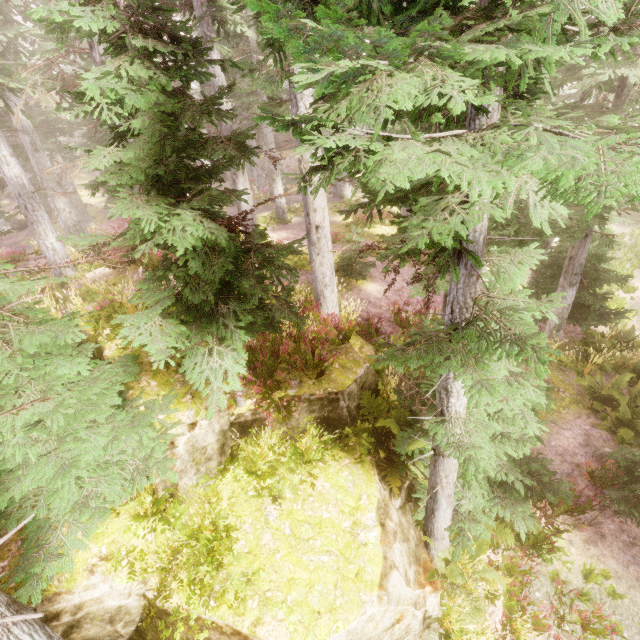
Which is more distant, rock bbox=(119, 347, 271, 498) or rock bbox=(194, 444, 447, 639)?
rock bbox=(119, 347, 271, 498)

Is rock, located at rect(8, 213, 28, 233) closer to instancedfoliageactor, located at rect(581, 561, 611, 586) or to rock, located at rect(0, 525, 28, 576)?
instancedfoliageactor, located at rect(581, 561, 611, 586)

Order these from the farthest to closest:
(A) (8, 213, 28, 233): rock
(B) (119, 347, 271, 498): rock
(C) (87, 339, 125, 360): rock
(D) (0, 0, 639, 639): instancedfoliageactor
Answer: (A) (8, 213, 28, 233): rock
(C) (87, 339, 125, 360): rock
(B) (119, 347, 271, 498): rock
(D) (0, 0, 639, 639): instancedfoliageactor

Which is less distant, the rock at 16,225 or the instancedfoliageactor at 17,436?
the instancedfoliageactor at 17,436

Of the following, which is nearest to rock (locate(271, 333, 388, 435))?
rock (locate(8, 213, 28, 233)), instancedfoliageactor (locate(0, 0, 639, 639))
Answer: instancedfoliageactor (locate(0, 0, 639, 639))

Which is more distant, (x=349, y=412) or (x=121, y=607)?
(x=349, y=412)

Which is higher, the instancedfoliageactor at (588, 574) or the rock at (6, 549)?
the rock at (6, 549)

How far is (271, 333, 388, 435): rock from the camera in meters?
6.1 m
